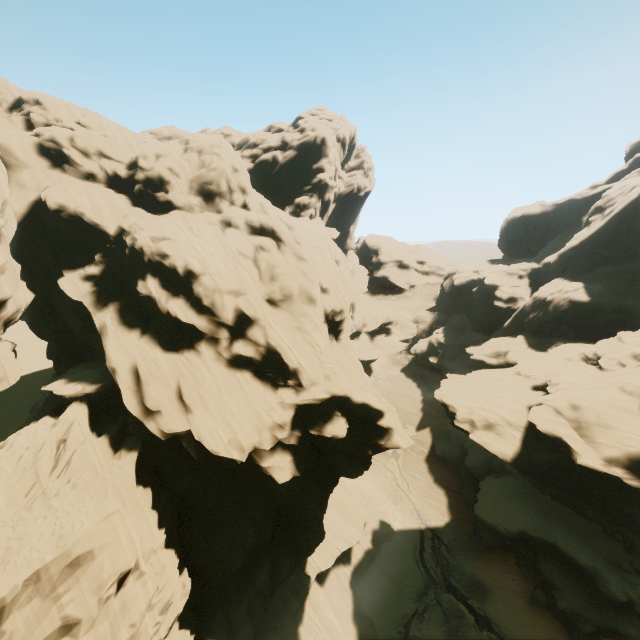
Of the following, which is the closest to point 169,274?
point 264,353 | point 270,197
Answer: point 264,353

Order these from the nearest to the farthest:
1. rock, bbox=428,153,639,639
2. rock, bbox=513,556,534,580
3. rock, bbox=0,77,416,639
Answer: rock, bbox=0,77,416,639, rock, bbox=428,153,639,639, rock, bbox=513,556,534,580

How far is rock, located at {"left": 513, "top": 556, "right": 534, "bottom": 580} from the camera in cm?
3126

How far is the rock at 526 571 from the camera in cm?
3126

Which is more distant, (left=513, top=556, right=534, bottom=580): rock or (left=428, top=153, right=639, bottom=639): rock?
(left=513, top=556, right=534, bottom=580): rock

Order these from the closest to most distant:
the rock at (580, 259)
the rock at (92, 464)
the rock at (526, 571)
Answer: the rock at (92, 464)
the rock at (580, 259)
the rock at (526, 571)

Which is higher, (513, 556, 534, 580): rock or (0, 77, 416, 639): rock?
(0, 77, 416, 639): rock
